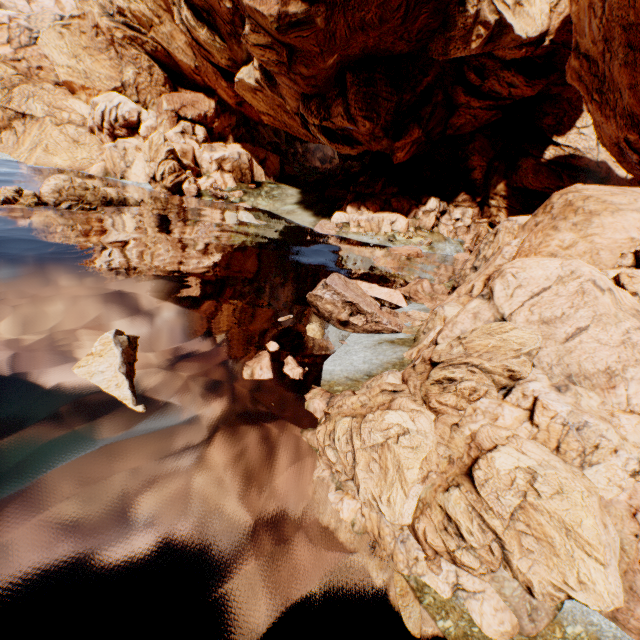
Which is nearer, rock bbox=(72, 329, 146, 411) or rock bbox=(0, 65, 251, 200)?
rock bbox=(72, 329, 146, 411)

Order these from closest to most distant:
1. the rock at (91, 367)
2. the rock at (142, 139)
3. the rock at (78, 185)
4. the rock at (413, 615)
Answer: the rock at (413, 615) → the rock at (91, 367) → the rock at (78, 185) → the rock at (142, 139)

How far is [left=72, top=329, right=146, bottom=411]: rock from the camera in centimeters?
962cm

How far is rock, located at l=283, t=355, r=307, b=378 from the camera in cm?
1192

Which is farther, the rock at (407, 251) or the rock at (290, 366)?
the rock at (407, 251)

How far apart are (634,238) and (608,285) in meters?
4.4

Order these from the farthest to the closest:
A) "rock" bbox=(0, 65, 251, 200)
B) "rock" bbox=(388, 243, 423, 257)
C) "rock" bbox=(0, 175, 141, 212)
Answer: "rock" bbox=(0, 65, 251, 200) < "rock" bbox=(388, 243, 423, 257) < "rock" bbox=(0, 175, 141, 212)
